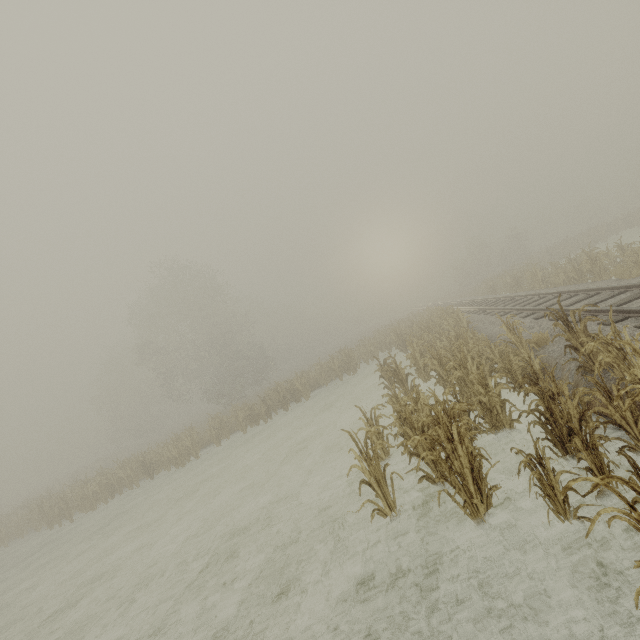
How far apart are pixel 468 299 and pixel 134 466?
27.67m
